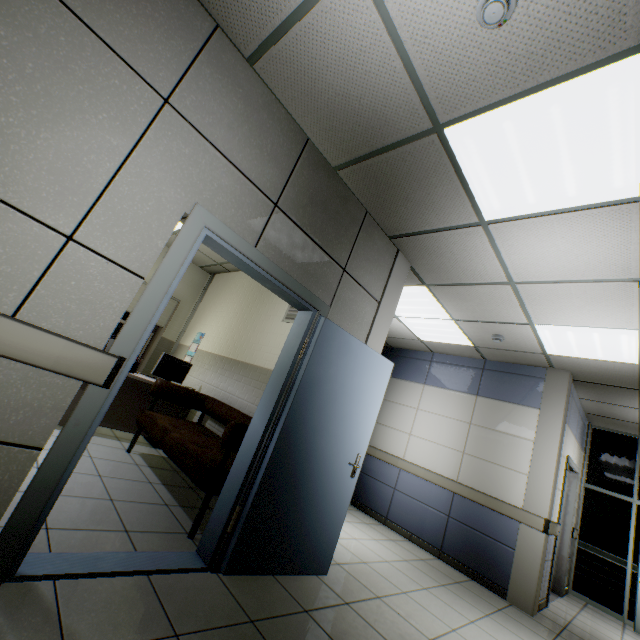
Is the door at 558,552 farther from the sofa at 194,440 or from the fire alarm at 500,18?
the fire alarm at 500,18

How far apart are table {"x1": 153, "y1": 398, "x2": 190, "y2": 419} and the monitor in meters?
0.0

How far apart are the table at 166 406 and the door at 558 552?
5.5 meters

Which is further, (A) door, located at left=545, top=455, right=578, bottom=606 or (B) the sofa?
(A) door, located at left=545, top=455, right=578, bottom=606

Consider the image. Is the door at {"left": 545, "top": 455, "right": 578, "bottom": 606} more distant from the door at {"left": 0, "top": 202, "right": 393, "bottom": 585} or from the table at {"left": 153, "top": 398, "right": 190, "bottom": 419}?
the table at {"left": 153, "top": 398, "right": 190, "bottom": 419}

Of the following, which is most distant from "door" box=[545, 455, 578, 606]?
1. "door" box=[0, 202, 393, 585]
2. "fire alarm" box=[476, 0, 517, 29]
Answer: "fire alarm" box=[476, 0, 517, 29]

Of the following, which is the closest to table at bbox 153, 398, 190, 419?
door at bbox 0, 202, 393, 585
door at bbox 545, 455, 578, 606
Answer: door at bbox 0, 202, 393, 585

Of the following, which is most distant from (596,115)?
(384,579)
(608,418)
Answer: (608,418)
